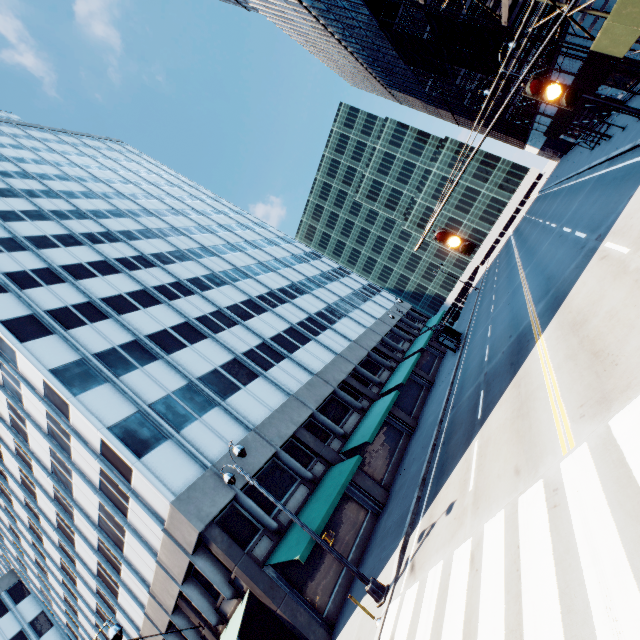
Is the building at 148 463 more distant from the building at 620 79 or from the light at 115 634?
the building at 620 79

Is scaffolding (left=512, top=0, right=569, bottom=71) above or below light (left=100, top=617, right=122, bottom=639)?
below

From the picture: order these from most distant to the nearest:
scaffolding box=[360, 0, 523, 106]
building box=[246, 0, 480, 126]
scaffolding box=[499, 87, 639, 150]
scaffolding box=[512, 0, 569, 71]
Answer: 1. building box=[246, 0, 480, 126]
2. scaffolding box=[499, 87, 639, 150]
3. scaffolding box=[360, 0, 523, 106]
4. scaffolding box=[512, 0, 569, 71]

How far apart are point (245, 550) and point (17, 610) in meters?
52.9

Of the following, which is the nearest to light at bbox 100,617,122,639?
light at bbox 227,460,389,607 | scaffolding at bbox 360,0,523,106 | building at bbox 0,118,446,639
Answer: building at bbox 0,118,446,639

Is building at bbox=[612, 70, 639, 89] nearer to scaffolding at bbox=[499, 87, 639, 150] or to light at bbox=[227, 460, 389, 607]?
scaffolding at bbox=[499, 87, 639, 150]

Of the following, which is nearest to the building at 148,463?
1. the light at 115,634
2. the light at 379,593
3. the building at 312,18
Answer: the light at 115,634

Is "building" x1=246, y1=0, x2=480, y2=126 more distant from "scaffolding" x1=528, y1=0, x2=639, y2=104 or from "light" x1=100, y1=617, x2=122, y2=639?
"light" x1=100, y1=617, x2=122, y2=639
